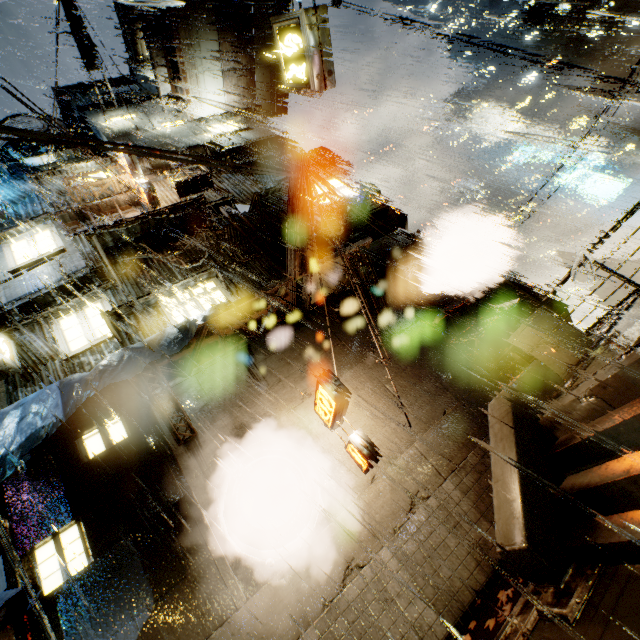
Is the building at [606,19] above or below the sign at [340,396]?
above

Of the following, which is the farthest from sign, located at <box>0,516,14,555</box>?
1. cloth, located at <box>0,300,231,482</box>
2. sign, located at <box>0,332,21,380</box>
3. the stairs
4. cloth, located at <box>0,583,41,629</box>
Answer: the stairs

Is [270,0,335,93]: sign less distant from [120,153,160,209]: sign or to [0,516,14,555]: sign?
[120,153,160,209]: sign

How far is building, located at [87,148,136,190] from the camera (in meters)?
14.27

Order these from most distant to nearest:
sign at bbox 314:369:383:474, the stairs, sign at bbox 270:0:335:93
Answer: sign at bbox 314:369:383:474, sign at bbox 270:0:335:93, the stairs

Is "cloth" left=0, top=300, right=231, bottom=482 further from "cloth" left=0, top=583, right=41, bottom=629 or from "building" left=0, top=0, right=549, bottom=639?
"cloth" left=0, top=583, right=41, bottom=629

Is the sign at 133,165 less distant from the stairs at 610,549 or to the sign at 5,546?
the sign at 5,546

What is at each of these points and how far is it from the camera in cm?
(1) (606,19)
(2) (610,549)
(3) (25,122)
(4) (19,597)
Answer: (1) building, 4947
(2) stairs, 404
(3) building, 2042
(4) cloth, 629
